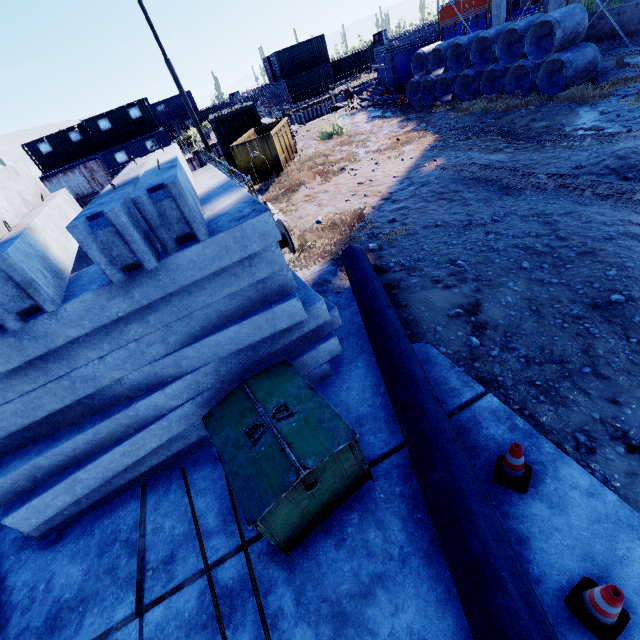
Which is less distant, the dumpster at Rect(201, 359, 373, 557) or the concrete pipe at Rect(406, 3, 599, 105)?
the dumpster at Rect(201, 359, 373, 557)

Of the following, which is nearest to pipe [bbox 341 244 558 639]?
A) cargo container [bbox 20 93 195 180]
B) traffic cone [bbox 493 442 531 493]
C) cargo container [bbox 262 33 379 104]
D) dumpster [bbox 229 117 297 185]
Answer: traffic cone [bbox 493 442 531 493]

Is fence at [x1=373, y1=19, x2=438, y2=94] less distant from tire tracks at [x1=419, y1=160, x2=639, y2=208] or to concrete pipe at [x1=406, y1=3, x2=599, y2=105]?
concrete pipe at [x1=406, y1=3, x2=599, y2=105]

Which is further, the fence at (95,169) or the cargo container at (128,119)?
the cargo container at (128,119)

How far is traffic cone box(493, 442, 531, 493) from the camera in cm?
261

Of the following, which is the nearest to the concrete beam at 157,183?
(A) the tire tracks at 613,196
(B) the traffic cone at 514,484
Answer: (B) the traffic cone at 514,484

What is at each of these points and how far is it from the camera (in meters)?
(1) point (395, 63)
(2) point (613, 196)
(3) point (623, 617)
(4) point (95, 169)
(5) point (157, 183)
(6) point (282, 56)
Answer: (1) fence, 18.88
(2) tire tracks, 5.48
(3) traffic cone, 2.08
(4) fence, 28.27
(5) concrete beam, 2.64
(6) cargo container, 35.16

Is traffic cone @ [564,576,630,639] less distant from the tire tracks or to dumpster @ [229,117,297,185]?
the tire tracks
